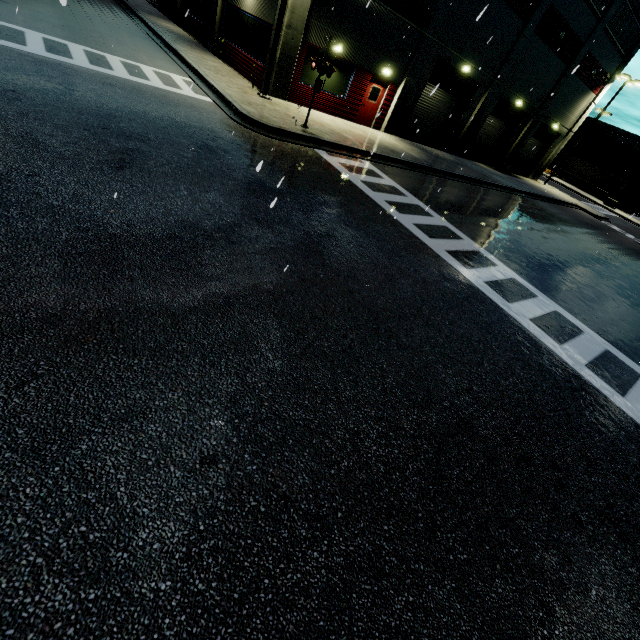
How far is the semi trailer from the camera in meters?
53.3

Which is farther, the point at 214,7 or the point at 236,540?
the point at 214,7

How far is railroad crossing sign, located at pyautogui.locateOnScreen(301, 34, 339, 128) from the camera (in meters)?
11.00

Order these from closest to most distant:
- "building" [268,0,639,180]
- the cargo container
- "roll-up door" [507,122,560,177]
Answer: "building" [268,0,639,180], "roll-up door" [507,122,560,177], the cargo container

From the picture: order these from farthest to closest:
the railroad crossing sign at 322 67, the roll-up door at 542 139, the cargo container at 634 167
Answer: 1. the cargo container at 634 167
2. the roll-up door at 542 139
3. the railroad crossing sign at 322 67

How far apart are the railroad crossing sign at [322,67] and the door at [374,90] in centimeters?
686cm

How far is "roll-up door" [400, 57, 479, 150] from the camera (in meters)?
20.09

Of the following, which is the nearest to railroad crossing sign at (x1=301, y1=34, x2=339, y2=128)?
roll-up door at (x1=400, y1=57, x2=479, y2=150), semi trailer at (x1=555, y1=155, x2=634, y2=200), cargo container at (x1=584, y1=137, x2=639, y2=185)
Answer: roll-up door at (x1=400, y1=57, x2=479, y2=150)
